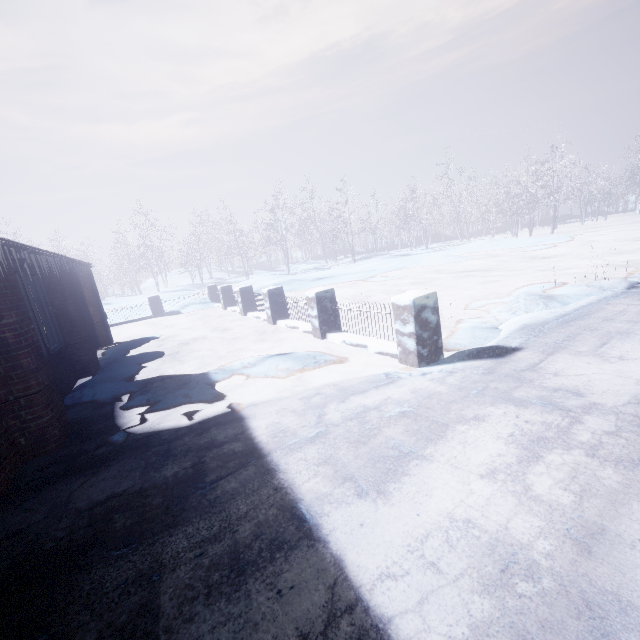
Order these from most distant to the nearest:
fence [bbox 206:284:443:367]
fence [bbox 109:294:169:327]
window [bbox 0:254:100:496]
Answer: fence [bbox 109:294:169:327]
fence [bbox 206:284:443:367]
window [bbox 0:254:100:496]

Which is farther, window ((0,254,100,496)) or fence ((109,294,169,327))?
fence ((109,294,169,327))

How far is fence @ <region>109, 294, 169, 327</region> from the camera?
13.1m

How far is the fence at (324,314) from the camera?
4.0m

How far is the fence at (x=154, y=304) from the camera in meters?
13.1 m

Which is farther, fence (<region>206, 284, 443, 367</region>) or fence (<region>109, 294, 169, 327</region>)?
fence (<region>109, 294, 169, 327</region>)

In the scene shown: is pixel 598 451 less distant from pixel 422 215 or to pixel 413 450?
pixel 413 450

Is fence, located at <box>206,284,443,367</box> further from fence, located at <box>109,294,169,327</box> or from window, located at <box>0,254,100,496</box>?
window, located at <box>0,254,100,496</box>
